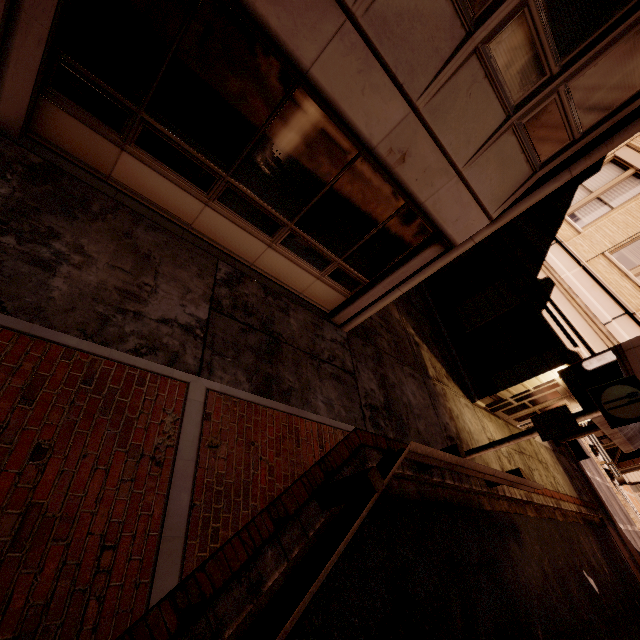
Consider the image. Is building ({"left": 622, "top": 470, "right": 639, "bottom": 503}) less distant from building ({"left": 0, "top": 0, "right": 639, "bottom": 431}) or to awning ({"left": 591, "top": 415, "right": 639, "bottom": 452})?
awning ({"left": 591, "top": 415, "right": 639, "bottom": 452})

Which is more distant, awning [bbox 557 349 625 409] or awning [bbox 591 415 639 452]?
awning [bbox 591 415 639 452]

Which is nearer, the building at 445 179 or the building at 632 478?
the building at 445 179

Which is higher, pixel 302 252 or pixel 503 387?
pixel 503 387

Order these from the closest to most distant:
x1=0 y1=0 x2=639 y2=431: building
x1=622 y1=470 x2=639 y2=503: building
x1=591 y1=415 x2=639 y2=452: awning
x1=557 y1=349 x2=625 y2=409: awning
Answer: x1=0 y1=0 x2=639 y2=431: building, x1=557 y1=349 x2=625 y2=409: awning, x1=591 y1=415 x2=639 y2=452: awning, x1=622 y1=470 x2=639 y2=503: building

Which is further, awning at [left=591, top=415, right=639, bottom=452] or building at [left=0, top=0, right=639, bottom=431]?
awning at [left=591, top=415, right=639, bottom=452]

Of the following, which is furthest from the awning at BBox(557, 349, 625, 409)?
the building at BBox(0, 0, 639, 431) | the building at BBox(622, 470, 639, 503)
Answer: the building at BBox(622, 470, 639, 503)

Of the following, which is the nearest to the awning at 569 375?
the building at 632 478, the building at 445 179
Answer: the building at 445 179
